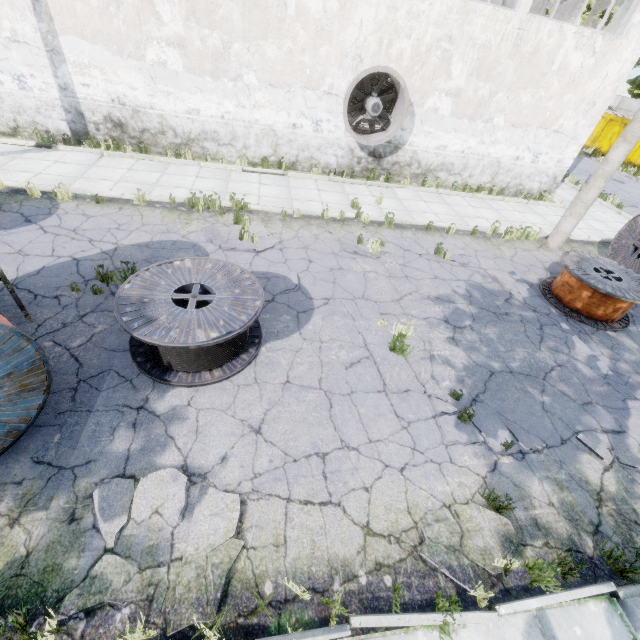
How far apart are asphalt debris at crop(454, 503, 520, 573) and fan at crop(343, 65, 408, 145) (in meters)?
11.13

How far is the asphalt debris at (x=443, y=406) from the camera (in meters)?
5.15

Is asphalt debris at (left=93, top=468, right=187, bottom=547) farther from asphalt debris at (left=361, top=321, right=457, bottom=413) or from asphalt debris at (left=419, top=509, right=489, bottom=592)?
asphalt debris at (left=361, top=321, right=457, bottom=413)

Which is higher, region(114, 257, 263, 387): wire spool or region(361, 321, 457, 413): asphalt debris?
region(114, 257, 263, 387): wire spool

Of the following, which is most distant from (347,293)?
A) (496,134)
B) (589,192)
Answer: (496,134)

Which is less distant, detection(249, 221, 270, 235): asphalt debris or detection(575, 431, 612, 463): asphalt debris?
detection(575, 431, 612, 463): asphalt debris

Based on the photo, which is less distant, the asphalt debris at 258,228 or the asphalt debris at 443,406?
the asphalt debris at 443,406

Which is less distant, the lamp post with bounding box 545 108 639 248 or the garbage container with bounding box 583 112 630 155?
the lamp post with bounding box 545 108 639 248
